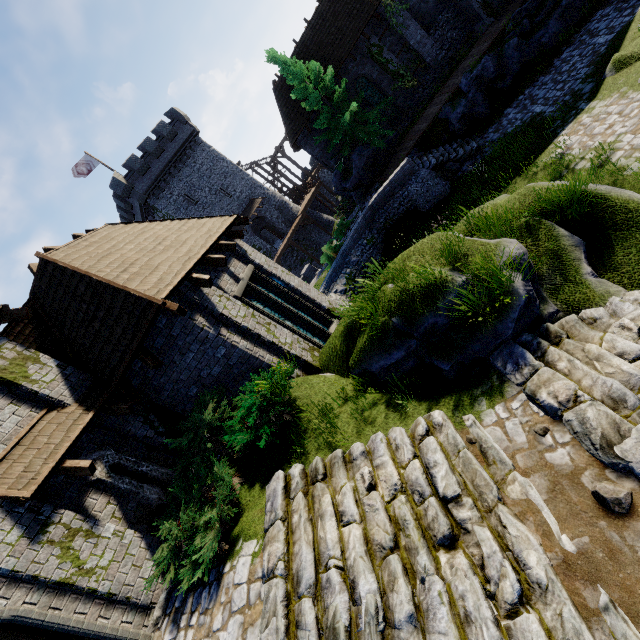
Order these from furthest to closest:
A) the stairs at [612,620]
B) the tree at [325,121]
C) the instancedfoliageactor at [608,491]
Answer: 1. the tree at [325,121]
2. the instancedfoliageactor at [608,491]
3. the stairs at [612,620]

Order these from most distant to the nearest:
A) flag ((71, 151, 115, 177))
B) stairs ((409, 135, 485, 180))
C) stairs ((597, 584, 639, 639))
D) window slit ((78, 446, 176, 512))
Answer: flag ((71, 151, 115, 177)) → stairs ((409, 135, 485, 180)) → window slit ((78, 446, 176, 512)) → stairs ((597, 584, 639, 639))

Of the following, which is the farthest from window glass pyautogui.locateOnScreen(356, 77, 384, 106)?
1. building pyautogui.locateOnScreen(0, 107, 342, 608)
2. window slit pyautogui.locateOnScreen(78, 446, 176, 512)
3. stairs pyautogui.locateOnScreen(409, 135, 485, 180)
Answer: window slit pyautogui.locateOnScreen(78, 446, 176, 512)

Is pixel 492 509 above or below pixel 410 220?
above

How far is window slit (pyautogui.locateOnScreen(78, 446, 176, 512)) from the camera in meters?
6.7 m

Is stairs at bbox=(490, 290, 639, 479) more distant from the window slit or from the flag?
the flag

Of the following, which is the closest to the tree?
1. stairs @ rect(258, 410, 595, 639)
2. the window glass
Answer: the window glass

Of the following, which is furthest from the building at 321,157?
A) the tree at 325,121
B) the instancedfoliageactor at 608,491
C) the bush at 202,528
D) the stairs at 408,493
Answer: the instancedfoliageactor at 608,491
